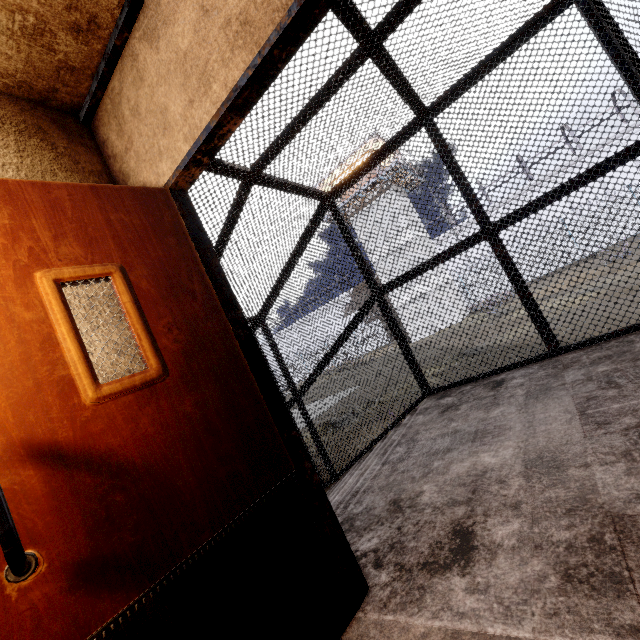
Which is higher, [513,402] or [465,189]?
[465,189]
